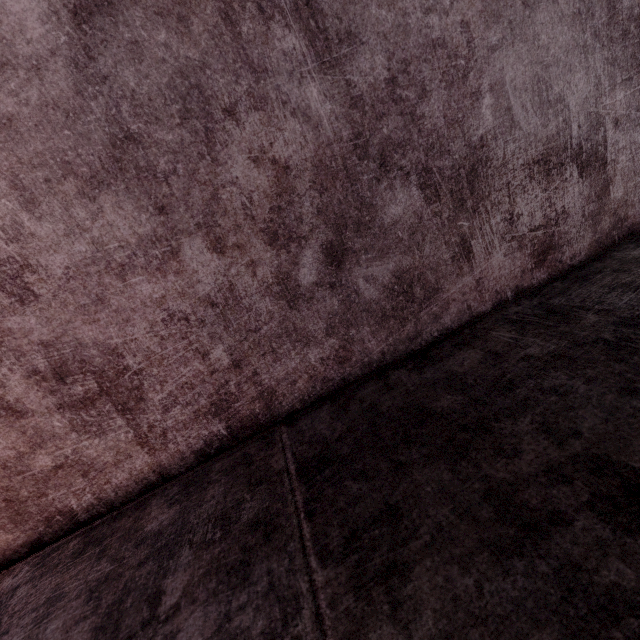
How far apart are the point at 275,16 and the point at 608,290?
1.37m
